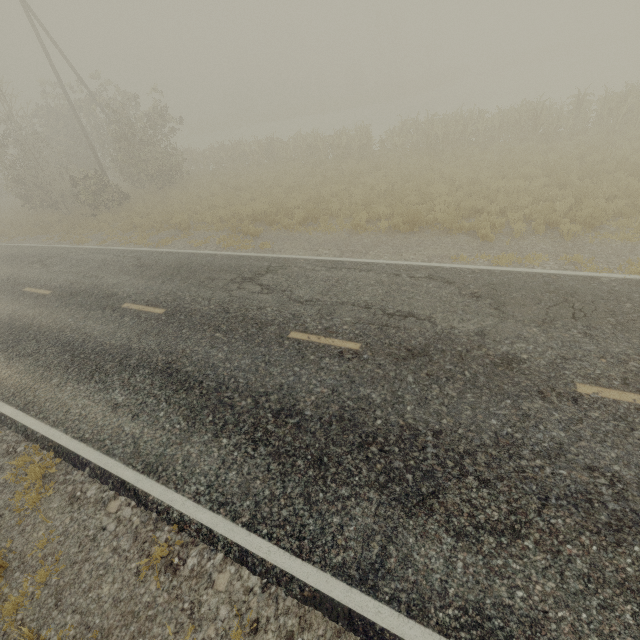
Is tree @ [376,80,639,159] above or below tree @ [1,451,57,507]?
above

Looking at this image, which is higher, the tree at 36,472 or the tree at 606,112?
the tree at 606,112

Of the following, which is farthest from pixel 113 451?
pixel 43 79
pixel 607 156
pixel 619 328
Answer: pixel 43 79

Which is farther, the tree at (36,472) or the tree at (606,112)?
the tree at (606,112)

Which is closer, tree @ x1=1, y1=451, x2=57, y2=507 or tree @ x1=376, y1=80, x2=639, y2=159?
tree @ x1=1, y1=451, x2=57, y2=507
